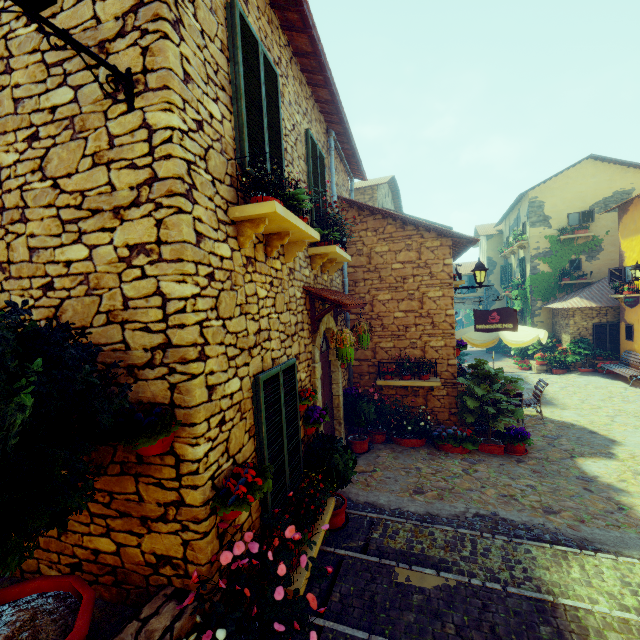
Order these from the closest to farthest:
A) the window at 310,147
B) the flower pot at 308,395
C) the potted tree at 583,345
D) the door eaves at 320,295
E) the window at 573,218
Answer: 1. the flower pot at 308,395
2. the door eaves at 320,295
3. the window at 310,147
4. the potted tree at 583,345
5. the window at 573,218

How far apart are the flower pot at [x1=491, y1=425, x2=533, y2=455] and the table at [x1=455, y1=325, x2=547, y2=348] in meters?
2.0

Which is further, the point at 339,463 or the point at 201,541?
the point at 339,463

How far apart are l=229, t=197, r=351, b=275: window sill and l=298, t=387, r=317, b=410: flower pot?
1.8 meters

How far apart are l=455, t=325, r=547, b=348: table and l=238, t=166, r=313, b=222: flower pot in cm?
703

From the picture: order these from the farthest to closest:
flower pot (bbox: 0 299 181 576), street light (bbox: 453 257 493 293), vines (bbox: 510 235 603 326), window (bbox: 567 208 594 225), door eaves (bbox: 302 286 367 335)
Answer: vines (bbox: 510 235 603 326)
window (bbox: 567 208 594 225)
street light (bbox: 453 257 493 293)
door eaves (bbox: 302 286 367 335)
flower pot (bbox: 0 299 181 576)

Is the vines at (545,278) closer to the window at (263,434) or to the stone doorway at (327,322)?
the stone doorway at (327,322)

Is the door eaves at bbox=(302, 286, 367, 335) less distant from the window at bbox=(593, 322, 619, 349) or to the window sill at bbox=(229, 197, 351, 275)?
the window sill at bbox=(229, 197, 351, 275)
